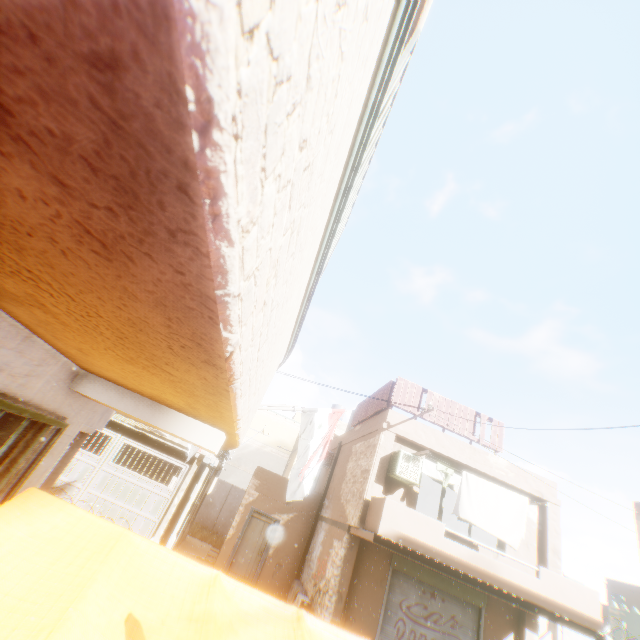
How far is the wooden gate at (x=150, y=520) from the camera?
11.5m

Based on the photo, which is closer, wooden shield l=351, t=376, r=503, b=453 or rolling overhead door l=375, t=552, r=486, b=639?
rolling overhead door l=375, t=552, r=486, b=639

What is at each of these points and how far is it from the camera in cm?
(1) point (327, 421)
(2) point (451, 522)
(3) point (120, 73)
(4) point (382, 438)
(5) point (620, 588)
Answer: (1) flag, 693
(2) building, 1630
(3) building, 37
(4) building, 1123
(5) building, 3834

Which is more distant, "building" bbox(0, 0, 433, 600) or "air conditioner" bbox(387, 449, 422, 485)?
"air conditioner" bbox(387, 449, 422, 485)

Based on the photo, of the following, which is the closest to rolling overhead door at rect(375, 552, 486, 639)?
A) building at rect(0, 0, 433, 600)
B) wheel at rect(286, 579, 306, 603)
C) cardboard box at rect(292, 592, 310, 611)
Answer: building at rect(0, 0, 433, 600)

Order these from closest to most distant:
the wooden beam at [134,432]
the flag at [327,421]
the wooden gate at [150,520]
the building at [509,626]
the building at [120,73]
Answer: the building at [120,73], the flag at [327,421], the building at [509,626], the wooden gate at [150,520], the wooden beam at [134,432]

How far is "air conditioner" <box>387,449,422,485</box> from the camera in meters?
10.3

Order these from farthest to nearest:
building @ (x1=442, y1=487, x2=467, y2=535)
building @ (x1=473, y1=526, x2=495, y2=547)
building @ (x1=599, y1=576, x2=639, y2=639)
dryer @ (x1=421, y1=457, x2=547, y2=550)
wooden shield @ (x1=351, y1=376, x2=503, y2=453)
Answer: building @ (x1=599, y1=576, x2=639, y2=639)
building @ (x1=442, y1=487, x2=467, y2=535)
building @ (x1=473, y1=526, x2=495, y2=547)
wooden shield @ (x1=351, y1=376, x2=503, y2=453)
dryer @ (x1=421, y1=457, x2=547, y2=550)
